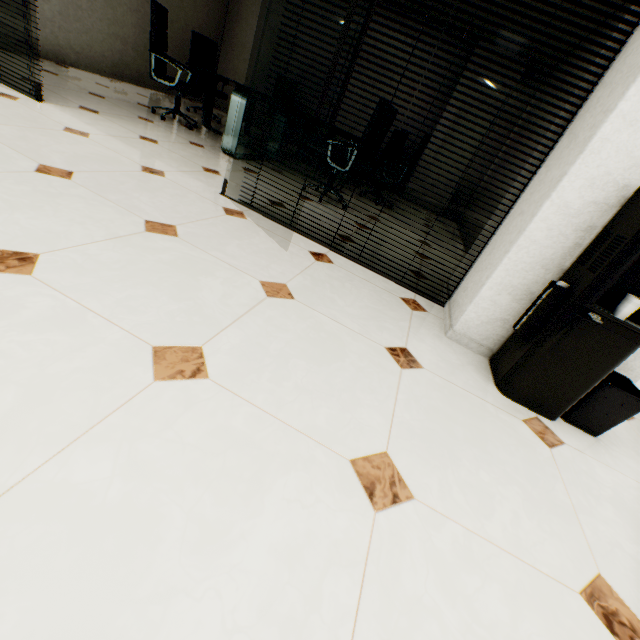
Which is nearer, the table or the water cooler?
the water cooler

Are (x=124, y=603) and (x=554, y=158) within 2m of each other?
no

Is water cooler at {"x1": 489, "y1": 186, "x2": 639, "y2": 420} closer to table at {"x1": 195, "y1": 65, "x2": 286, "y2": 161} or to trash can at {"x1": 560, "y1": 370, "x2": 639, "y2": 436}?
trash can at {"x1": 560, "y1": 370, "x2": 639, "y2": 436}

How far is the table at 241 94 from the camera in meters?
3.7 m

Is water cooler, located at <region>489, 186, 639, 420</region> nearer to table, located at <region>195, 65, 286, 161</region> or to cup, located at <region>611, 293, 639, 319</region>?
cup, located at <region>611, 293, 639, 319</region>

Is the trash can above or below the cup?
below

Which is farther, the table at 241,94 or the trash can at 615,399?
the table at 241,94

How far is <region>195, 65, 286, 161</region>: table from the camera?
3.66m
